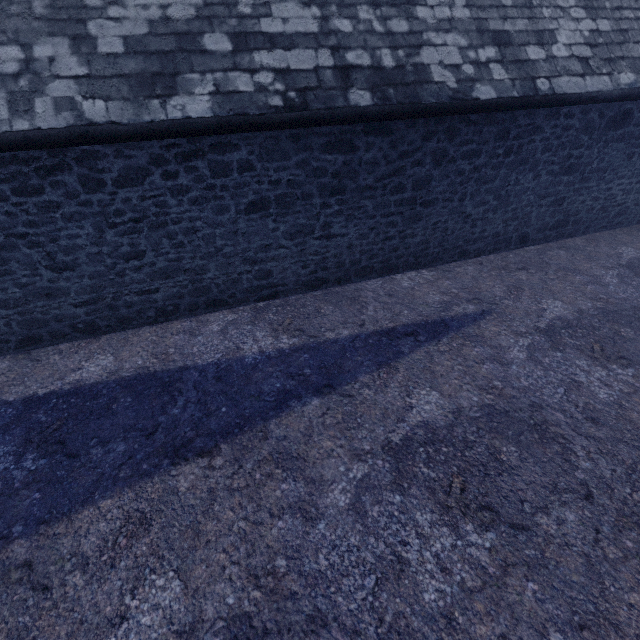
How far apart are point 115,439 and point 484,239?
7.3 meters
